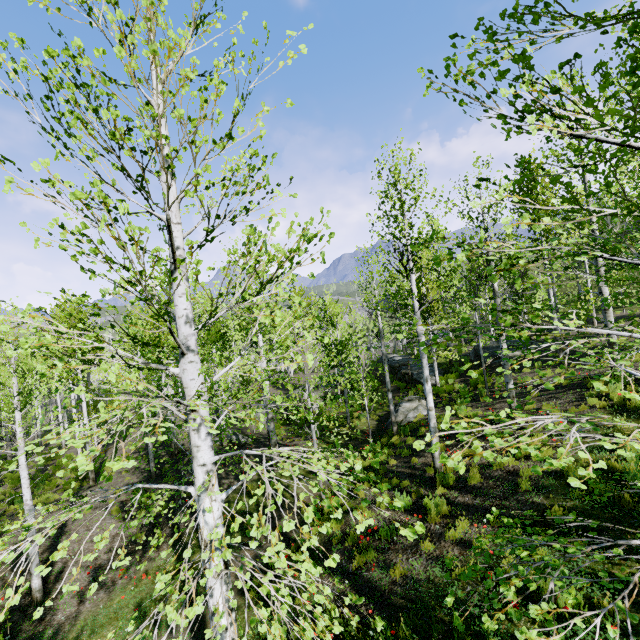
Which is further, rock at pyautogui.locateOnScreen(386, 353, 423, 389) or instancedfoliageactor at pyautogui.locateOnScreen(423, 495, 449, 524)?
rock at pyautogui.locateOnScreen(386, 353, 423, 389)

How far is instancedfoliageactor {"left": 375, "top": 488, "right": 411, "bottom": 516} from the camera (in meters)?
2.62

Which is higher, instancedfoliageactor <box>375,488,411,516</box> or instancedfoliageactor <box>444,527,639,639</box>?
instancedfoliageactor <box>375,488,411,516</box>

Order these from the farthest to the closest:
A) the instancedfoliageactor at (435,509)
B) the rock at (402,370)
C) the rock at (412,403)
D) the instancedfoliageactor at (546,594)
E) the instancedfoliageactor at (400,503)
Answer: the rock at (402,370)
the rock at (412,403)
the instancedfoliageactor at (435,509)
the instancedfoliageactor at (400,503)
the instancedfoliageactor at (546,594)

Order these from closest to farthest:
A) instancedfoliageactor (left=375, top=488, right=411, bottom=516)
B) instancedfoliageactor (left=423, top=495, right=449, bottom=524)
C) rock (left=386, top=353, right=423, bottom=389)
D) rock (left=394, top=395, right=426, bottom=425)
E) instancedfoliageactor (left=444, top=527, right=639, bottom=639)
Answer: instancedfoliageactor (left=444, top=527, right=639, bottom=639), instancedfoliageactor (left=375, top=488, right=411, bottom=516), instancedfoliageactor (left=423, top=495, right=449, bottom=524), rock (left=394, top=395, right=426, bottom=425), rock (left=386, top=353, right=423, bottom=389)

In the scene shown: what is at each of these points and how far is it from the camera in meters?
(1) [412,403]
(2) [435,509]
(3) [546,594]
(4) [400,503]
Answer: (1) rock, 16.9
(2) instancedfoliageactor, 7.3
(3) instancedfoliageactor, 2.3
(4) instancedfoliageactor, 2.7

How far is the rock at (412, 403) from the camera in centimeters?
1575cm
